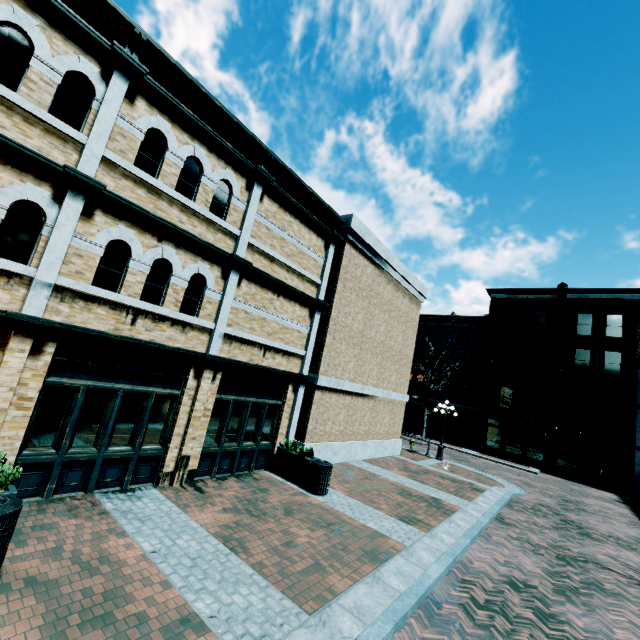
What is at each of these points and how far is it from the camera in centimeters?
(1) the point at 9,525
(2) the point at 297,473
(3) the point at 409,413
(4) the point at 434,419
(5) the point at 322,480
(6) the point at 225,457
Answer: (1) garbage, 424cm
(2) planter, 1009cm
(3) building, 3681cm
(4) building, 3503cm
(5) garbage, 957cm
(6) building, 967cm

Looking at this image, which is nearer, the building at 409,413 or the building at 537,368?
the building at 537,368

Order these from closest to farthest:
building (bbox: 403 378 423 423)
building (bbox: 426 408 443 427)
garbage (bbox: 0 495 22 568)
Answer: garbage (bbox: 0 495 22 568) → building (bbox: 426 408 443 427) → building (bbox: 403 378 423 423)

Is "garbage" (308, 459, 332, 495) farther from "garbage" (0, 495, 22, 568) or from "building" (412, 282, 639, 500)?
"building" (412, 282, 639, 500)

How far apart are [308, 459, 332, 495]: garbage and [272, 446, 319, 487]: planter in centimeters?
5cm

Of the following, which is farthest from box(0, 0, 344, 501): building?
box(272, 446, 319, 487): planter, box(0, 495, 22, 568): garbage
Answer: box(0, 495, 22, 568): garbage

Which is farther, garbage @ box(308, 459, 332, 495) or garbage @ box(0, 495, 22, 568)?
garbage @ box(308, 459, 332, 495)

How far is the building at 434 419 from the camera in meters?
34.5 m
